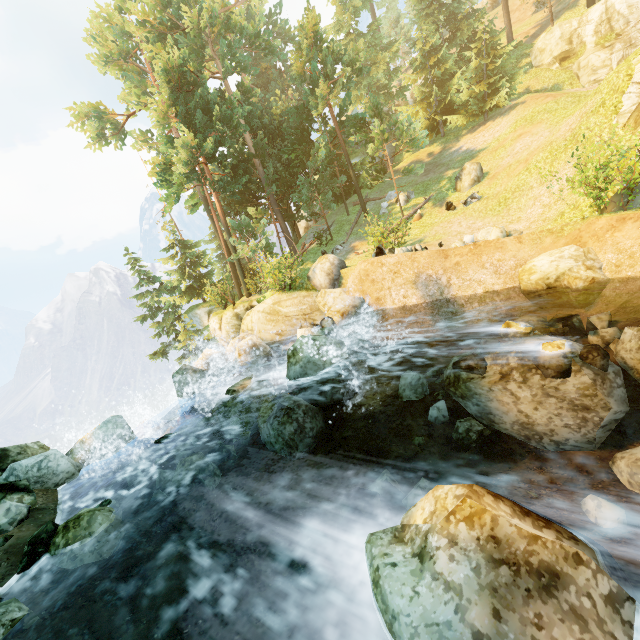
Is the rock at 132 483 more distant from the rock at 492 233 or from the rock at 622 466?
the rock at 492 233

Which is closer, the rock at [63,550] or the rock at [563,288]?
the rock at [63,550]

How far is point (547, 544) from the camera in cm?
279

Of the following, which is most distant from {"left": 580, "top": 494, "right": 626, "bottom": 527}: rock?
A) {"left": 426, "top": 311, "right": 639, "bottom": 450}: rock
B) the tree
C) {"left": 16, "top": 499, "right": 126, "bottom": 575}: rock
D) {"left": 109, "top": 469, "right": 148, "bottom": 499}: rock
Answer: the tree

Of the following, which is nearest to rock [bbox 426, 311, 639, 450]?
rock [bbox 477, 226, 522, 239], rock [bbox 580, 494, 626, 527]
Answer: rock [bbox 580, 494, 626, 527]

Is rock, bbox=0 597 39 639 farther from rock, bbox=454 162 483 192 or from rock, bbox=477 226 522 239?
rock, bbox=454 162 483 192

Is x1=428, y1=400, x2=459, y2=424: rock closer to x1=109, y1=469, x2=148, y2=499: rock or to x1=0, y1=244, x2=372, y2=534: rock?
x1=0, y1=244, x2=372, y2=534: rock

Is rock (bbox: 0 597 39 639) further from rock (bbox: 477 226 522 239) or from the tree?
rock (bbox: 477 226 522 239)
